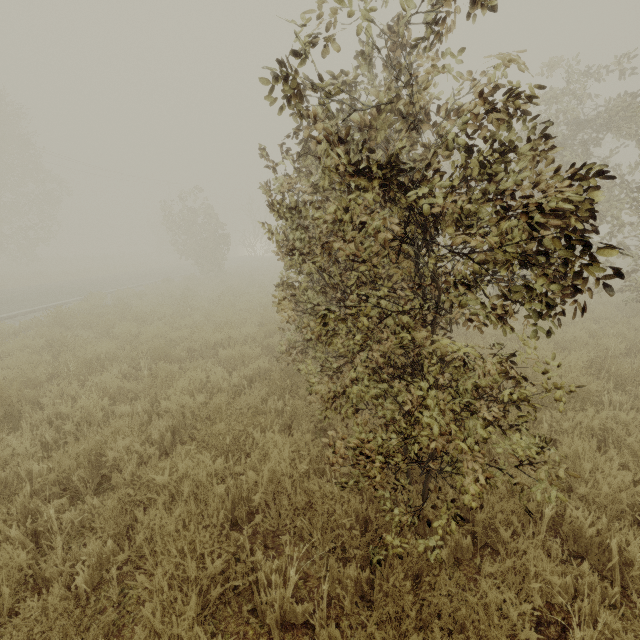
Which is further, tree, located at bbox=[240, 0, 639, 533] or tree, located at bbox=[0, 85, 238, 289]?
tree, located at bbox=[0, 85, 238, 289]

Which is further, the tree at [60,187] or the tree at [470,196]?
the tree at [60,187]

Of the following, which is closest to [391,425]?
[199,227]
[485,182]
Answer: [485,182]
